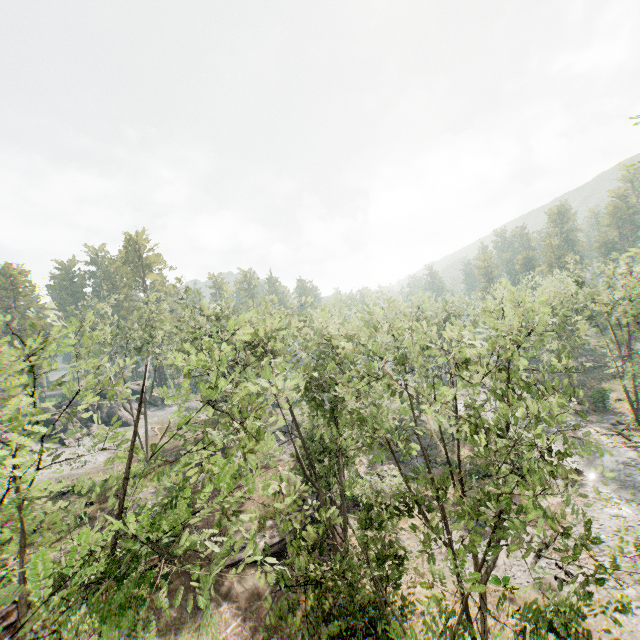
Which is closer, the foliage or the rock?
the foliage

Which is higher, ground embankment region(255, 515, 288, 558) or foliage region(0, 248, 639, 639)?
foliage region(0, 248, 639, 639)

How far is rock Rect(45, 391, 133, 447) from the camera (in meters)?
43.34

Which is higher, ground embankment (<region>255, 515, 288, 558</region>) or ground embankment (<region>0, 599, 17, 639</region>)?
ground embankment (<region>0, 599, 17, 639</region>)

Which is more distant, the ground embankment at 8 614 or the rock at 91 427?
the rock at 91 427

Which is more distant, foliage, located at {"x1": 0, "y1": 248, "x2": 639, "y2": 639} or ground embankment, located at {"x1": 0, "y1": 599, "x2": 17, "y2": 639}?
ground embankment, located at {"x1": 0, "y1": 599, "x2": 17, "y2": 639}

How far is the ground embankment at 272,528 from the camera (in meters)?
22.28

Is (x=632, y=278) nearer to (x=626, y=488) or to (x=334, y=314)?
(x=626, y=488)
